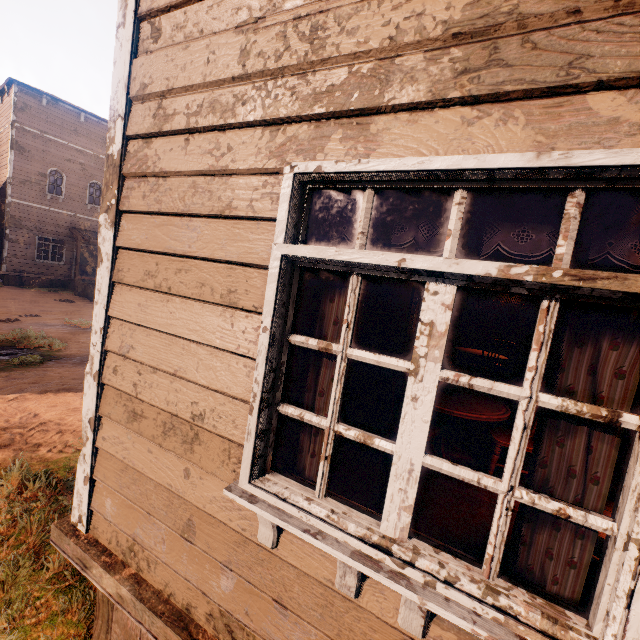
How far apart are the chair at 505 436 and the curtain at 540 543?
2.76m

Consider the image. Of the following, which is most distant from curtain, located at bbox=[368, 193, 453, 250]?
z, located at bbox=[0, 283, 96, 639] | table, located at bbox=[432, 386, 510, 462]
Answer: table, located at bbox=[432, 386, 510, 462]

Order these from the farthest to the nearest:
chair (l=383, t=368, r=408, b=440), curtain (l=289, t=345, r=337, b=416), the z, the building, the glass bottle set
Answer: the glass bottle set → chair (l=383, t=368, r=408, b=440) → the z → curtain (l=289, t=345, r=337, b=416) → the building

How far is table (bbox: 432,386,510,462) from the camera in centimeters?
349cm

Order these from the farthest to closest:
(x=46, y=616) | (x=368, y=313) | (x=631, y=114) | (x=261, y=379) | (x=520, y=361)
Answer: (x=520, y=361), (x=368, y=313), (x=46, y=616), (x=261, y=379), (x=631, y=114)

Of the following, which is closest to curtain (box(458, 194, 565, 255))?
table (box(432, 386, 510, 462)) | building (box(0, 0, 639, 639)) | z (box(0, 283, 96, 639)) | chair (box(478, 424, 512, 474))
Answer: building (box(0, 0, 639, 639))

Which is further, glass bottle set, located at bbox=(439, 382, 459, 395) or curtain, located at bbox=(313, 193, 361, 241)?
glass bottle set, located at bbox=(439, 382, 459, 395)

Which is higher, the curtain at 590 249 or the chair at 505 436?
the curtain at 590 249
